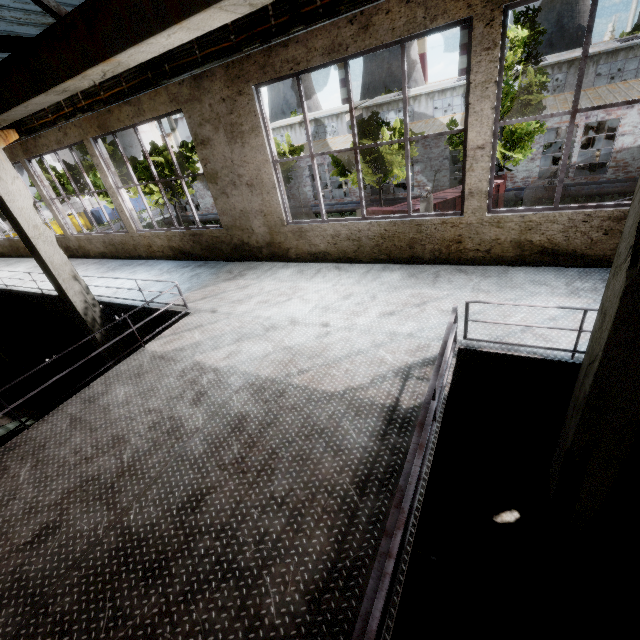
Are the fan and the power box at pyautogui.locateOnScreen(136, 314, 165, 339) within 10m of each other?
yes

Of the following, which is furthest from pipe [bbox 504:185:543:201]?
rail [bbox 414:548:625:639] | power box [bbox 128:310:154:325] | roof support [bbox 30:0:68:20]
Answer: rail [bbox 414:548:625:639]

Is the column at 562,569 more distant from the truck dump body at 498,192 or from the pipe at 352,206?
the pipe at 352,206

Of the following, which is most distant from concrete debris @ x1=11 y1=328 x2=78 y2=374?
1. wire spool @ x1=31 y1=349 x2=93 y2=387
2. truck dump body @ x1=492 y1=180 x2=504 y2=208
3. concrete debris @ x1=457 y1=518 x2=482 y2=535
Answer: concrete debris @ x1=457 y1=518 x2=482 y2=535

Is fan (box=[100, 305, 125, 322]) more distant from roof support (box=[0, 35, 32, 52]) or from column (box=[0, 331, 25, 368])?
roof support (box=[0, 35, 32, 52])

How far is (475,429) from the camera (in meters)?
7.63

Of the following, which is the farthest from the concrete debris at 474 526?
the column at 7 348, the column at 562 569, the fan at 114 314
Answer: the column at 7 348

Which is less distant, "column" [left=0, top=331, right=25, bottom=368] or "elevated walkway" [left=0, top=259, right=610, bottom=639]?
"elevated walkway" [left=0, top=259, right=610, bottom=639]
